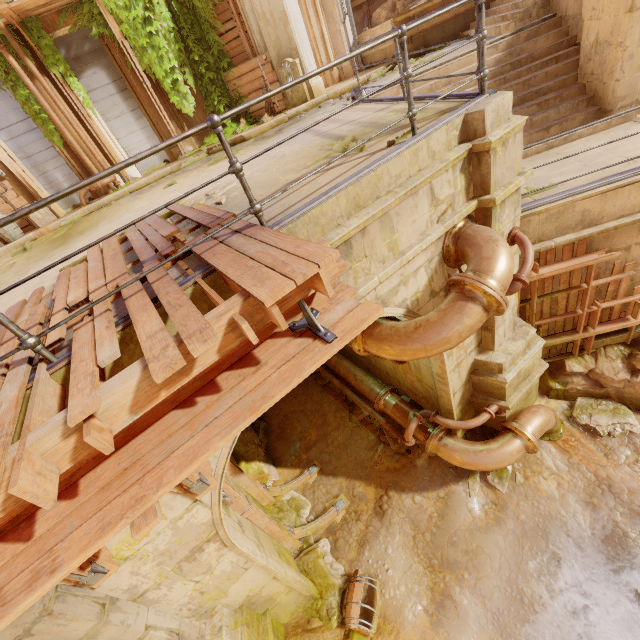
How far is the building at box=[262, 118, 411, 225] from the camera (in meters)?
3.46

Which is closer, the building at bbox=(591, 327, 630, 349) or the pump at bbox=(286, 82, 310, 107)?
the building at bbox=(591, 327, 630, 349)

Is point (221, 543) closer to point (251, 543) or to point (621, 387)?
point (251, 543)

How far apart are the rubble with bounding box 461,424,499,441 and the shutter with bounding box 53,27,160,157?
12.8 meters

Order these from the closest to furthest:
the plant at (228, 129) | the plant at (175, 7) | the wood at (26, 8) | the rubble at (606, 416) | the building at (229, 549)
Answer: the building at (229, 549) → the rubble at (606, 416) → the wood at (26, 8) → the plant at (175, 7) → the plant at (228, 129)

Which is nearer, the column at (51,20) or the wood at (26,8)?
the wood at (26,8)

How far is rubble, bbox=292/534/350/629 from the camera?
5.63m

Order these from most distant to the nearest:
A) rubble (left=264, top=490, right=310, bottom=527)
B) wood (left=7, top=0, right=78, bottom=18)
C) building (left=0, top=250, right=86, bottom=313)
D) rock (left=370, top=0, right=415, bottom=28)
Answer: rock (left=370, top=0, right=415, bottom=28) < wood (left=7, top=0, right=78, bottom=18) < rubble (left=264, top=490, right=310, bottom=527) < building (left=0, top=250, right=86, bottom=313)
